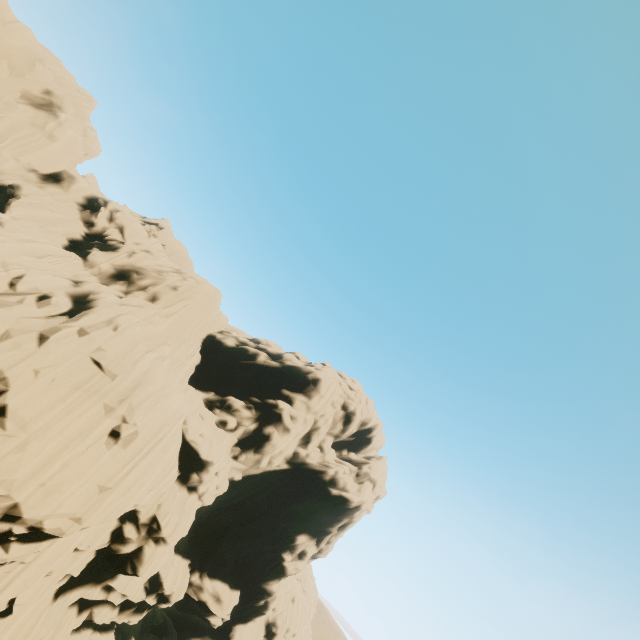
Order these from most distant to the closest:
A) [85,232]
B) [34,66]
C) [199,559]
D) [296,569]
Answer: [296,569] → [199,559] → [85,232] → [34,66]
